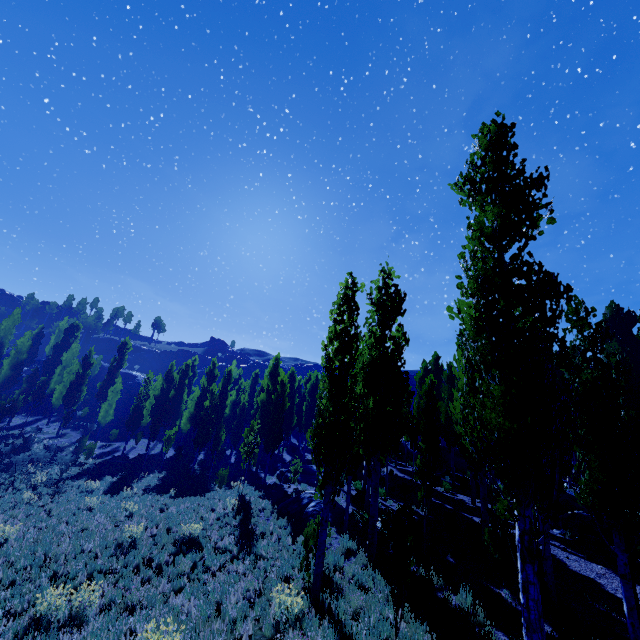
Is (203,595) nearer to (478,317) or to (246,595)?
(246,595)

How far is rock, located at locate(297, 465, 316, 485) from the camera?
23.2m

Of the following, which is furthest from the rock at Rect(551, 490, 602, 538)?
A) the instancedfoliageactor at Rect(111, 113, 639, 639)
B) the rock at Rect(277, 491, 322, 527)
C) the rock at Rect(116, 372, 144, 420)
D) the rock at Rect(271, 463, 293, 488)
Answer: the rock at Rect(116, 372, 144, 420)

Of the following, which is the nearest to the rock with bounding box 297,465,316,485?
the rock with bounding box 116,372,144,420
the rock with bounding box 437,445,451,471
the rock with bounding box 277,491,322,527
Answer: the rock with bounding box 277,491,322,527

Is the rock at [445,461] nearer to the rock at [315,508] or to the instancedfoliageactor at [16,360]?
the instancedfoliageactor at [16,360]

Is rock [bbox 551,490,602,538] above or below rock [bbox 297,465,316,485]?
above

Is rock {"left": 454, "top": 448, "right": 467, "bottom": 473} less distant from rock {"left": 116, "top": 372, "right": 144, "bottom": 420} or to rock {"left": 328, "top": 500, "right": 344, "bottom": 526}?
rock {"left": 328, "top": 500, "right": 344, "bottom": 526}

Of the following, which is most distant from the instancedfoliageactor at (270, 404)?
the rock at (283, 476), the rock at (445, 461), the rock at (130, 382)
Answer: the rock at (130, 382)
